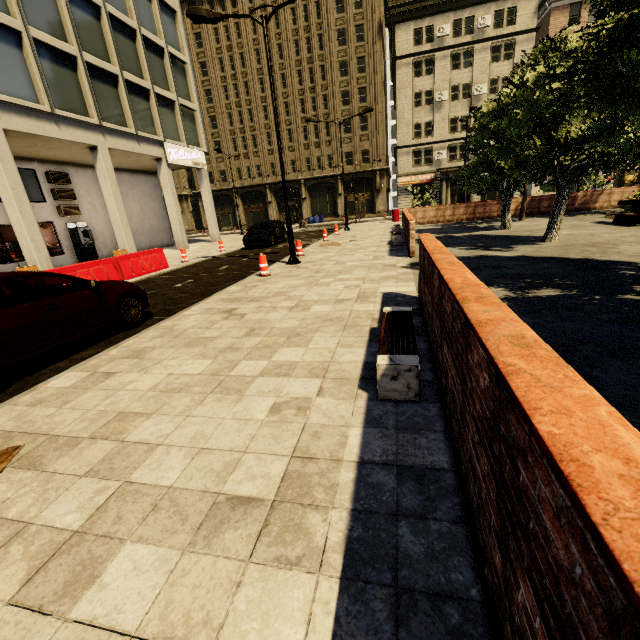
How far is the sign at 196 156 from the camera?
21.3m

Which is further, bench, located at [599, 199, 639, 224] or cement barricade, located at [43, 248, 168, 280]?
bench, located at [599, 199, 639, 224]

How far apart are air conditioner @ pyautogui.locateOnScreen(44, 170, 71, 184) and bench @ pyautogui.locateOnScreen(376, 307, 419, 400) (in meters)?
22.73

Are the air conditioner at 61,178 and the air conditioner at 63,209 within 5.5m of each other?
yes

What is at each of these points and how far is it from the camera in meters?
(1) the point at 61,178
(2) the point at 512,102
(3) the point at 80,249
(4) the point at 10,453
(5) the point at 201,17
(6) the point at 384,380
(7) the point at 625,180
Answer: (1) air conditioner, 19.0 m
(2) tree, 10.8 m
(3) atm, 19.7 m
(4) cardboard, 3.0 m
(5) street light, 9.9 m
(6) bench, 3.1 m
(7) atm, 34.4 m

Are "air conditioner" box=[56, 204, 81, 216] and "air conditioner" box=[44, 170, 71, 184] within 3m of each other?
yes

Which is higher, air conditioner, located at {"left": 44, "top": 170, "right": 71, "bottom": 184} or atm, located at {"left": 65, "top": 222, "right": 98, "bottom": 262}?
air conditioner, located at {"left": 44, "top": 170, "right": 71, "bottom": 184}

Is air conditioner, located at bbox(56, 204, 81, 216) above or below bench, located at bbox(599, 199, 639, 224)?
above
